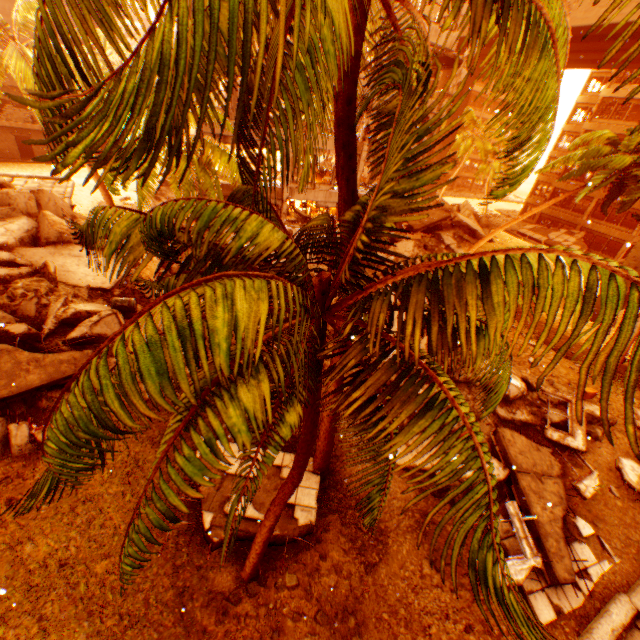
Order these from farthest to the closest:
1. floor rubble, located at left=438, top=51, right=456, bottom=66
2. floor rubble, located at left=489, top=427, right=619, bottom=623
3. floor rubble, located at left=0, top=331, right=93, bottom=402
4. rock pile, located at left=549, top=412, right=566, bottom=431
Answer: floor rubble, located at left=438, top=51, right=456, bottom=66 < rock pile, located at left=549, top=412, right=566, bottom=431 < floor rubble, located at left=0, top=331, right=93, bottom=402 < floor rubble, located at left=489, top=427, right=619, bottom=623

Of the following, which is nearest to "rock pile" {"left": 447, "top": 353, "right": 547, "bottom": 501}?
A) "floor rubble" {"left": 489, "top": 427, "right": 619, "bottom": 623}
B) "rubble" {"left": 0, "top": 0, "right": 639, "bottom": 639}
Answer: "rubble" {"left": 0, "top": 0, "right": 639, "bottom": 639}

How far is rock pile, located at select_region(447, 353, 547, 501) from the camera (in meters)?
9.32

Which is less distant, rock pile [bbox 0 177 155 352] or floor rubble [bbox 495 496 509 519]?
floor rubble [bbox 495 496 509 519]

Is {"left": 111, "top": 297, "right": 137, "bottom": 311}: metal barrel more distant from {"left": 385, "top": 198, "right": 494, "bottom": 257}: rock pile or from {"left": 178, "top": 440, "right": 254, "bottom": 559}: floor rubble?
{"left": 178, "top": 440, "right": 254, "bottom": 559}: floor rubble

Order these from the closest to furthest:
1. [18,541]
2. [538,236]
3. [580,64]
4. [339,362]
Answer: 1. [339,362]
2. [18,541]
3. [580,64]
4. [538,236]

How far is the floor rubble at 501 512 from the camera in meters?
8.7

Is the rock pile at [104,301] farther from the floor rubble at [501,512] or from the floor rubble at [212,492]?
the floor rubble at [501,512]
